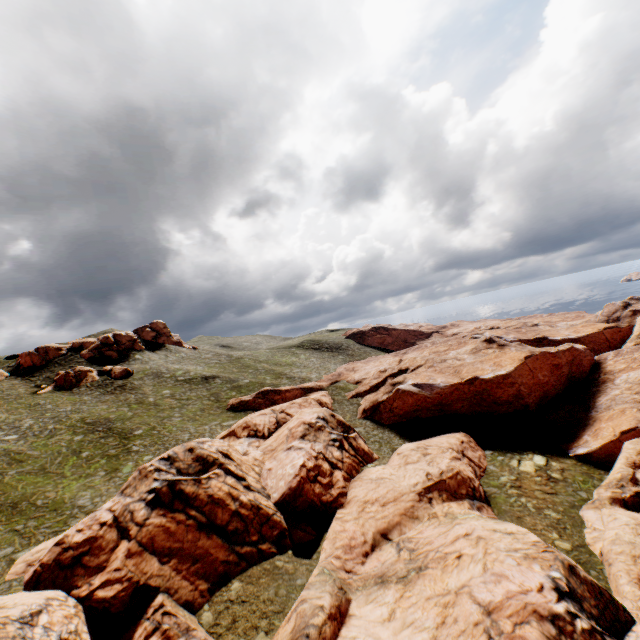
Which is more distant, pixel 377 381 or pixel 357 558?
pixel 377 381

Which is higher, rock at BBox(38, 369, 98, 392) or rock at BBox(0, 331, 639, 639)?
rock at BBox(38, 369, 98, 392)

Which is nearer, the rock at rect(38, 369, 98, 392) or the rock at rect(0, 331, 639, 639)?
the rock at rect(0, 331, 639, 639)

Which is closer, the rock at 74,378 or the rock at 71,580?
the rock at 71,580

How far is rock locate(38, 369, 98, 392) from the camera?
57.6 meters

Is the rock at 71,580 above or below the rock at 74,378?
below
